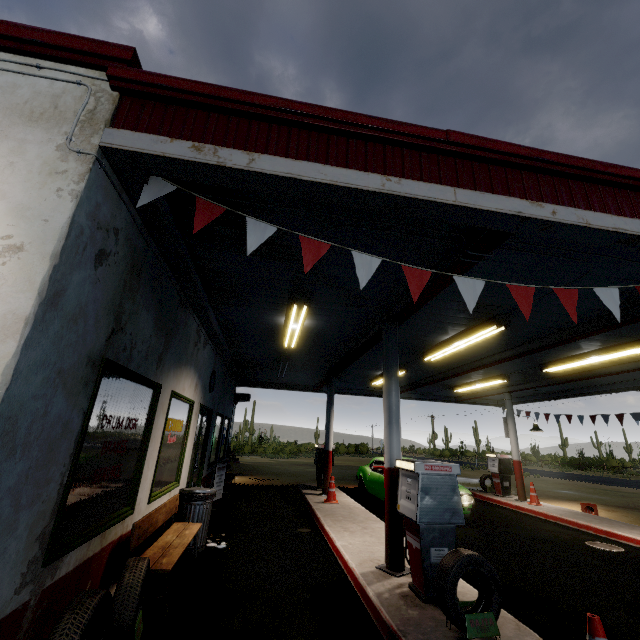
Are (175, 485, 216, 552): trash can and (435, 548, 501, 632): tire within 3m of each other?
no

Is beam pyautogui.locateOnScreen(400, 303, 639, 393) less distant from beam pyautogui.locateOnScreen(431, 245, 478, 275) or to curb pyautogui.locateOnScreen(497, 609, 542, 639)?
beam pyautogui.locateOnScreen(431, 245, 478, 275)

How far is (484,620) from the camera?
3.14m

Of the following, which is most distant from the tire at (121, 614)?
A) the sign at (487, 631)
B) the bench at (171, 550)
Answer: the sign at (487, 631)

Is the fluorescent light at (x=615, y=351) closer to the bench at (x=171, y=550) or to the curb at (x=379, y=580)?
the curb at (x=379, y=580)

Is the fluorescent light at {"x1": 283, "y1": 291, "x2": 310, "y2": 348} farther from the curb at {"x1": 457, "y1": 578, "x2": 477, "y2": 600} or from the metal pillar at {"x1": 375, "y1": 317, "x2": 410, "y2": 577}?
the curb at {"x1": 457, "y1": 578, "x2": 477, "y2": 600}

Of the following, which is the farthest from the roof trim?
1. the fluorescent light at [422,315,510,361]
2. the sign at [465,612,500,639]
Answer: the sign at [465,612,500,639]

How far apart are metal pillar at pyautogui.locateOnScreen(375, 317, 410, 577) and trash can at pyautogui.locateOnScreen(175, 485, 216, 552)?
3.0m
